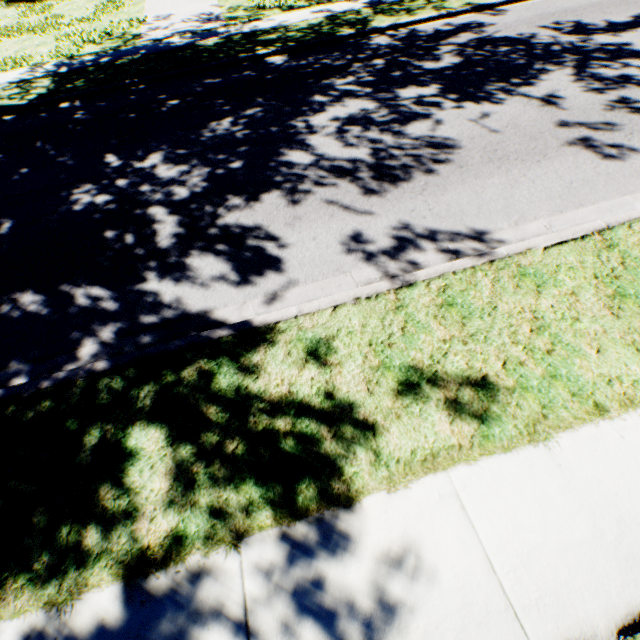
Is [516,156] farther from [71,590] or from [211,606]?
[71,590]
